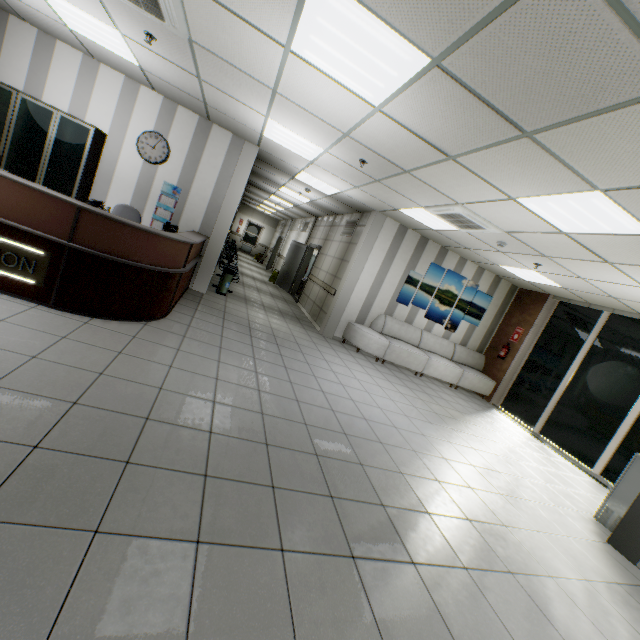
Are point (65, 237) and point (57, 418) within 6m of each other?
yes

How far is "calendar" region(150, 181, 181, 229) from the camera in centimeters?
643cm

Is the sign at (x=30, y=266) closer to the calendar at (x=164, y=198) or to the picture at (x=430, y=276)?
the calendar at (x=164, y=198)

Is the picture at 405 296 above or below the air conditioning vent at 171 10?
below

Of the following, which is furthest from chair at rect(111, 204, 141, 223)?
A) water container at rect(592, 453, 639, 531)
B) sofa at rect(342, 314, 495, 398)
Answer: water container at rect(592, 453, 639, 531)

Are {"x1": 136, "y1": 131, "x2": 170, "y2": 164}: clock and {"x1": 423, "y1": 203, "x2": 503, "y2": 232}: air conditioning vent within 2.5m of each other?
no

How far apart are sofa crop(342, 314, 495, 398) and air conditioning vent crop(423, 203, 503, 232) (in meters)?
2.89

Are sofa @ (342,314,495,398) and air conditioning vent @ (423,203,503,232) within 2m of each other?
no
